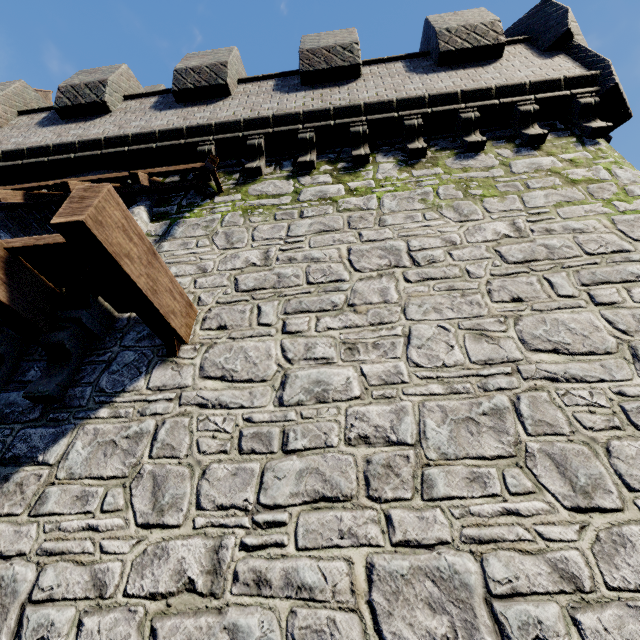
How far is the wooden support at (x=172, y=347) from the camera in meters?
3.8 m

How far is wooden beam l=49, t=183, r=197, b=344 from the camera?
2.6 meters

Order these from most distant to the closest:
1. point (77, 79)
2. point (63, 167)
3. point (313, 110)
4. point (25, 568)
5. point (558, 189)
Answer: point (77, 79) → point (63, 167) → point (313, 110) → point (558, 189) → point (25, 568)

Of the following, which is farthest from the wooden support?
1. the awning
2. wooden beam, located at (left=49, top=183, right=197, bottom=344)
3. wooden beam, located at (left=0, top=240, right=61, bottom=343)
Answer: the awning

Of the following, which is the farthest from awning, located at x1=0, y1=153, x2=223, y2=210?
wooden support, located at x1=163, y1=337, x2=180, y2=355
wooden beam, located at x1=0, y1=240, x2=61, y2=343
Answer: wooden support, located at x1=163, y1=337, x2=180, y2=355

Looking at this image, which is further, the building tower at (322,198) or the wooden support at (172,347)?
the wooden support at (172,347)

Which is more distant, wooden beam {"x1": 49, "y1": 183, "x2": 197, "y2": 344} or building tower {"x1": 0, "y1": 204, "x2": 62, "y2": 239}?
building tower {"x1": 0, "y1": 204, "x2": 62, "y2": 239}

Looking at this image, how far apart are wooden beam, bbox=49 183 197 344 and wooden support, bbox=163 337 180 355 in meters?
0.0
